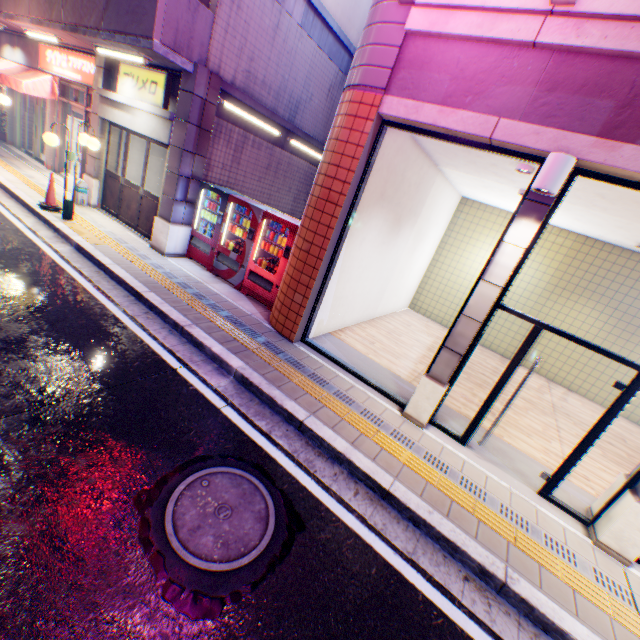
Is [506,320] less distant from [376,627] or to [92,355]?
[376,627]

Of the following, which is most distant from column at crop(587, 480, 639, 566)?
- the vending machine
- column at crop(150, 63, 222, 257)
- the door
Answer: the door

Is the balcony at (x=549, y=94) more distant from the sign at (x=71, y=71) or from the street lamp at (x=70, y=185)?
the sign at (x=71, y=71)

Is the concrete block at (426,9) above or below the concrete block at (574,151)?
above

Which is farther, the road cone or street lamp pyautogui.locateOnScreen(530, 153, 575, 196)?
the road cone

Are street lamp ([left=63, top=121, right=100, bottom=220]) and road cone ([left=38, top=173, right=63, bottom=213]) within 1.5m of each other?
yes

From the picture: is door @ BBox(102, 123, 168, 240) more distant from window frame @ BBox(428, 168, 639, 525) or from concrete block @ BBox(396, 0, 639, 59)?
window frame @ BBox(428, 168, 639, 525)

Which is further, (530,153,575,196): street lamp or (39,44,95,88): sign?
(39,44,95,88): sign
